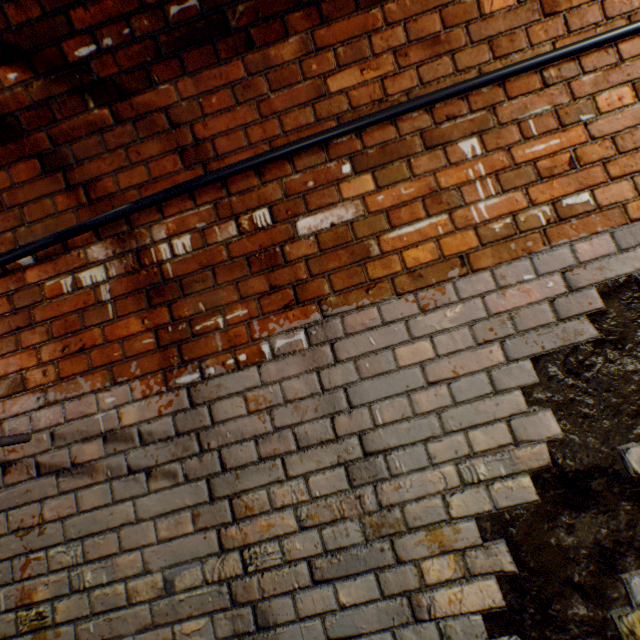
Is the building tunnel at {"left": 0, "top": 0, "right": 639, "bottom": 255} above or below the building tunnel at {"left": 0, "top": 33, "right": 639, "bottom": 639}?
above

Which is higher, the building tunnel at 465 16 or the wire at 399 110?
the building tunnel at 465 16

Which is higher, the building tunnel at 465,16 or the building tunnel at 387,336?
the building tunnel at 465,16

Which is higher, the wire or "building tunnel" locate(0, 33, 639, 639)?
the wire

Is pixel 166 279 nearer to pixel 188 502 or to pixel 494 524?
pixel 188 502
